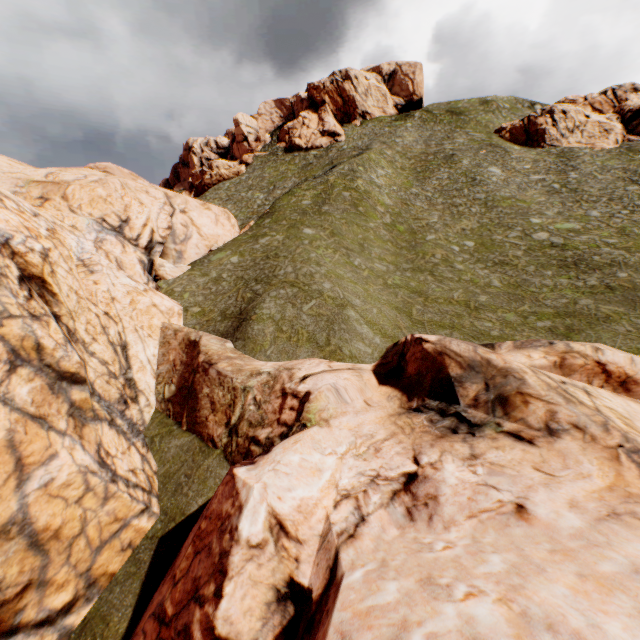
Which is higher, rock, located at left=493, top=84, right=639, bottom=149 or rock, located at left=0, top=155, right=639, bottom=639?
rock, located at left=493, top=84, right=639, bottom=149

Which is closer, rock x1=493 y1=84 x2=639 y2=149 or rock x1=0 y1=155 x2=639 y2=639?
rock x1=0 y1=155 x2=639 y2=639

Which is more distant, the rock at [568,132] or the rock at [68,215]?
the rock at [568,132]

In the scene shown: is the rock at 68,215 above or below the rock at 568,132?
below

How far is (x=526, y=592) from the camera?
4.9 meters
